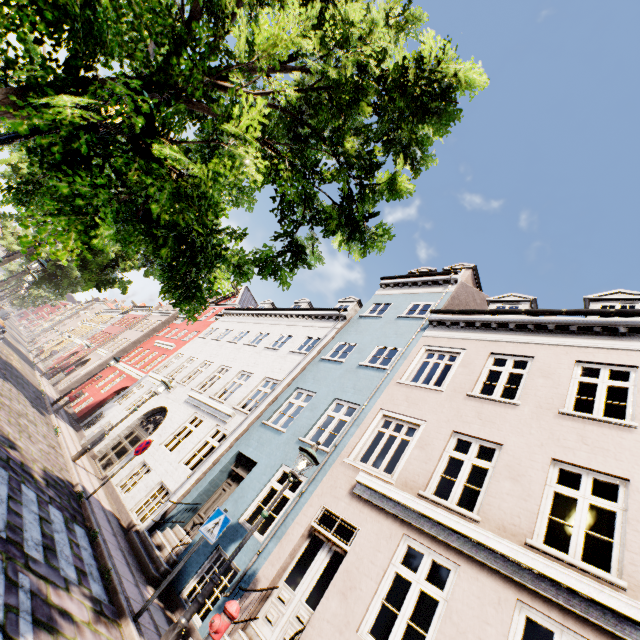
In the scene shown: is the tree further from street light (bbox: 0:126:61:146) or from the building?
the building

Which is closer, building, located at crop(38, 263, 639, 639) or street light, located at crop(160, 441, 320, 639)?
street light, located at crop(160, 441, 320, 639)

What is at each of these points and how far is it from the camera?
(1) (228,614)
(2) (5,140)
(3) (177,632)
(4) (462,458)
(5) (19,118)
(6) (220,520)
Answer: (1) hydrant, 4.7 meters
(2) street light, 2.4 meters
(3) street light, 4.7 meters
(4) building, 7.3 meters
(5) tree, 2.1 meters
(6) sign, 6.2 meters

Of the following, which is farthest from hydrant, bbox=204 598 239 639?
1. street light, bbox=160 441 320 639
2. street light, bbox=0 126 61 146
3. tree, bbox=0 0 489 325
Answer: street light, bbox=0 126 61 146

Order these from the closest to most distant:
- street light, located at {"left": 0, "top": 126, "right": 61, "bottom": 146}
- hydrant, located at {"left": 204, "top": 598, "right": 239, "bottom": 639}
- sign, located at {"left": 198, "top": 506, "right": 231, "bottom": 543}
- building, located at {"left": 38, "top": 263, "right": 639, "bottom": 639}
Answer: street light, located at {"left": 0, "top": 126, "right": 61, "bottom": 146} → hydrant, located at {"left": 204, "top": 598, "right": 239, "bottom": 639} → building, located at {"left": 38, "top": 263, "right": 639, "bottom": 639} → sign, located at {"left": 198, "top": 506, "right": 231, "bottom": 543}

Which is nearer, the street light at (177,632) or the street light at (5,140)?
the street light at (5,140)

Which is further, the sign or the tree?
the sign

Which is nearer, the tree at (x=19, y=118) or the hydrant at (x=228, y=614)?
the tree at (x=19, y=118)
